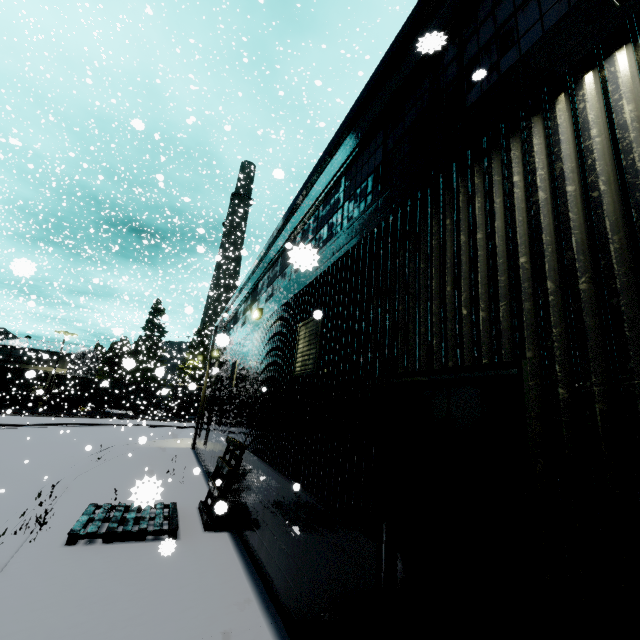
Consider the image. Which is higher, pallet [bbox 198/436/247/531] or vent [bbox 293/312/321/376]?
vent [bbox 293/312/321/376]

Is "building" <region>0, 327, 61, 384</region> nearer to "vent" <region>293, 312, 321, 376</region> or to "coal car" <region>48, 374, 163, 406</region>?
"vent" <region>293, 312, 321, 376</region>

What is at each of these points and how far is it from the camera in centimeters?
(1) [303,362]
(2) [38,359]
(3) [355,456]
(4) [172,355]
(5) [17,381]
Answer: (1) vent, 557cm
(2) building, 4416cm
(3) building, 358cm
(4) silo, 5994cm
(5) coal car, 3372cm

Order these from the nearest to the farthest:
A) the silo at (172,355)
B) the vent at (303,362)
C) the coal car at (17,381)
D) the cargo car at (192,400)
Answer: the vent at (303,362), the coal car at (17,381), the silo at (172,355), the cargo car at (192,400)

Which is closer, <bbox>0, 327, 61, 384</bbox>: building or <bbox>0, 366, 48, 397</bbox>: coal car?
<bbox>0, 366, 48, 397</bbox>: coal car

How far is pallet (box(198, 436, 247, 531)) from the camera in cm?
727

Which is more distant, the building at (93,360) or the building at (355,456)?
the building at (93,360)

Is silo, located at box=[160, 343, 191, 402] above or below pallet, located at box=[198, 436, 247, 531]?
above
